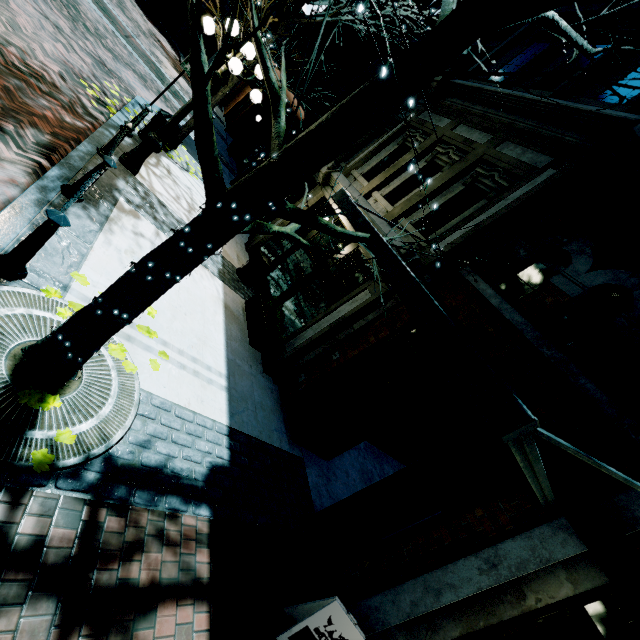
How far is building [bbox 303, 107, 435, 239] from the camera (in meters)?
6.88

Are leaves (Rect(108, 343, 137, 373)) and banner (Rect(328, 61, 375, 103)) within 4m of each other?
no

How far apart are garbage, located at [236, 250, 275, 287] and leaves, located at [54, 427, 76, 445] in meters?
6.0

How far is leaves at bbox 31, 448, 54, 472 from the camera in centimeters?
247cm

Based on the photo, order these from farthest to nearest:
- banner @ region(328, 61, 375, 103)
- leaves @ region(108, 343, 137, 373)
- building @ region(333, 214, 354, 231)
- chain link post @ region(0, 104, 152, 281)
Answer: banner @ region(328, 61, 375, 103) → building @ region(333, 214, 354, 231) → leaves @ region(108, 343, 137, 373) → chain link post @ region(0, 104, 152, 281)

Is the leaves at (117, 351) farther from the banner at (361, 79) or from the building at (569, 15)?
the banner at (361, 79)

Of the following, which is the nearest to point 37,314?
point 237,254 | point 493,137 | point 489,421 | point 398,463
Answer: point 489,421

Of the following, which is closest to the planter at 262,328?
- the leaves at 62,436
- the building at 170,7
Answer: the building at 170,7
